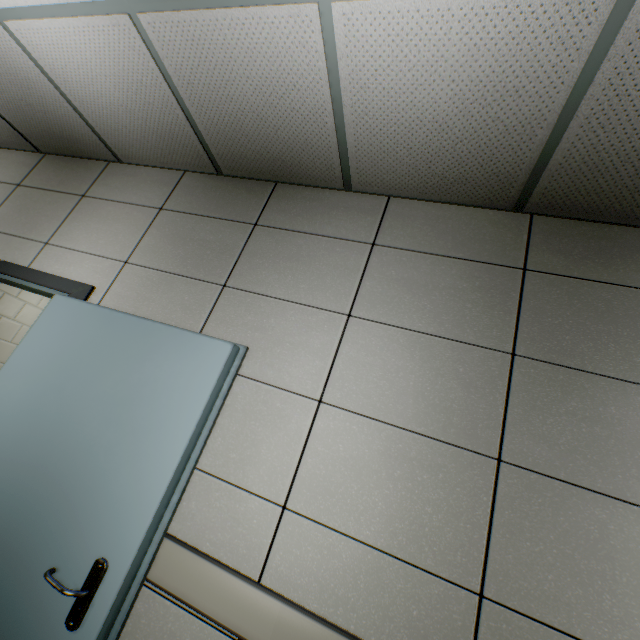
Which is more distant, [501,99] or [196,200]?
[196,200]
